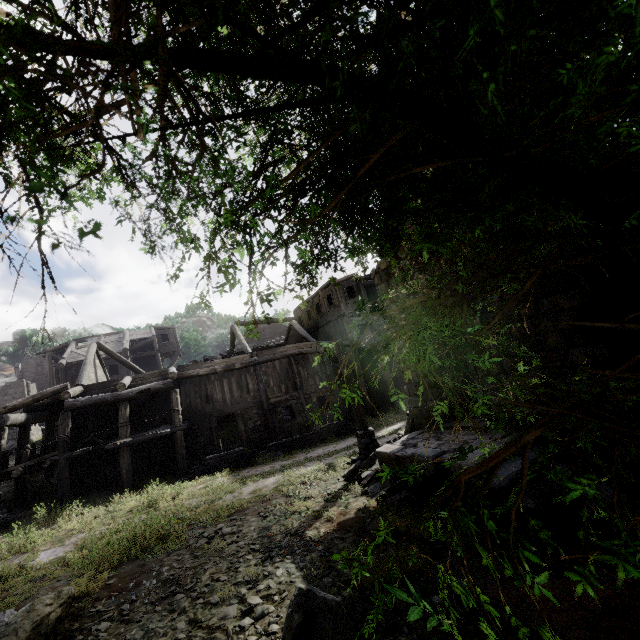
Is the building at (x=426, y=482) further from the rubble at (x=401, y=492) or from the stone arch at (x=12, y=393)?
the stone arch at (x=12, y=393)

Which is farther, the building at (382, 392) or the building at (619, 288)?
the building at (382, 392)

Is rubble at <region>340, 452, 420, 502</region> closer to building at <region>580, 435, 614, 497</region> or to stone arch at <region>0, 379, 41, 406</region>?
building at <region>580, 435, 614, 497</region>

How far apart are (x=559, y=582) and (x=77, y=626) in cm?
778

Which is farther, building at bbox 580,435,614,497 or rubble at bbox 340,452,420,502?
rubble at bbox 340,452,420,502

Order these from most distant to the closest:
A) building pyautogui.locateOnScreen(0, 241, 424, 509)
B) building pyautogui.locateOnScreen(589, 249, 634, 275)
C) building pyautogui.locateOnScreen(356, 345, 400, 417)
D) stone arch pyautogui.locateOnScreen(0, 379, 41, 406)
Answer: stone arch pyautogui.locateOnScreen(0, 379, 41, 406)
building pyautogui.locateOnScreen(356, 345, 400, 417)
building pyautogui.locateOnScreen(0, 241, 424, 509)
building pyautogui.locateOnScreen(589, 249, 634, 275)

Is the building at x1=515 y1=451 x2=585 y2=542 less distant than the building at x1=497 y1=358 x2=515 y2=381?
Yes
